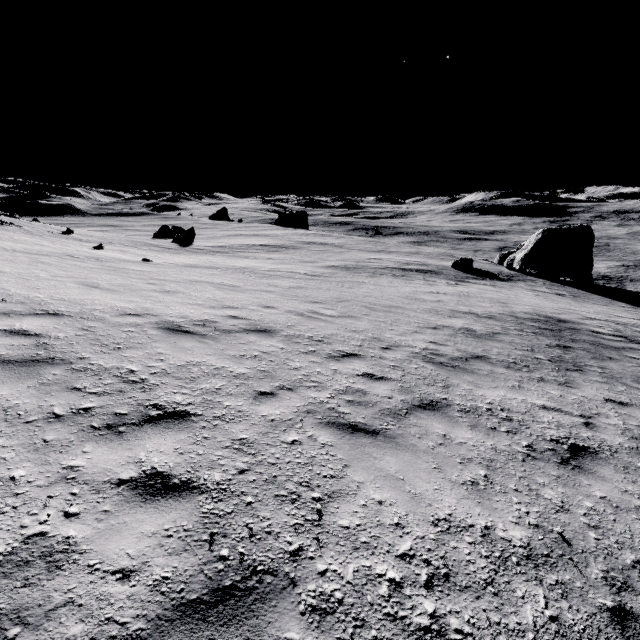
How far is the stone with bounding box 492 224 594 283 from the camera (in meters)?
33.97

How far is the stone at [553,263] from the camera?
33.97m

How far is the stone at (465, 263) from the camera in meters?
34.3 m

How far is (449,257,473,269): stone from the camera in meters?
34.3

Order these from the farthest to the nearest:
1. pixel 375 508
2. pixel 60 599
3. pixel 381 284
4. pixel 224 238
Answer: A: pixel 224 238 → pixel 381 284 → pixel 375 508 → pixel 60 599
